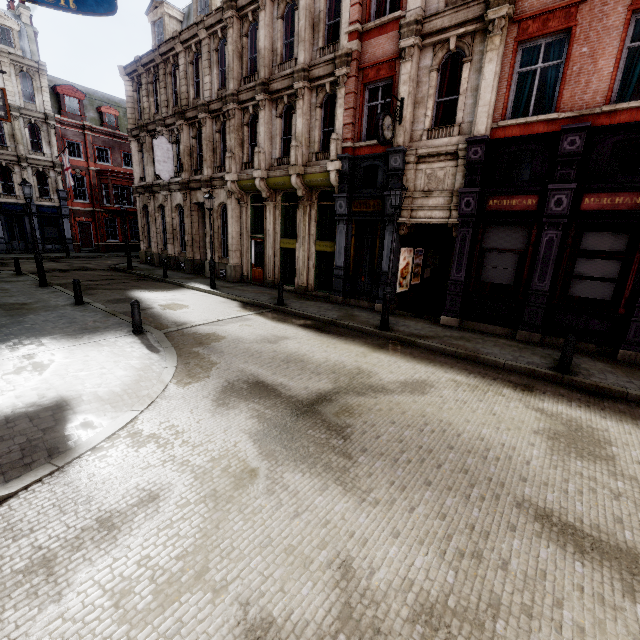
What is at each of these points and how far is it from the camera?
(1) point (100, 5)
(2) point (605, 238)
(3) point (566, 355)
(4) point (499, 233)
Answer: (1) sign, 6.40m
(2) sign, 9.15m
(3) post, 7.89m
(4) sign, 10.74m

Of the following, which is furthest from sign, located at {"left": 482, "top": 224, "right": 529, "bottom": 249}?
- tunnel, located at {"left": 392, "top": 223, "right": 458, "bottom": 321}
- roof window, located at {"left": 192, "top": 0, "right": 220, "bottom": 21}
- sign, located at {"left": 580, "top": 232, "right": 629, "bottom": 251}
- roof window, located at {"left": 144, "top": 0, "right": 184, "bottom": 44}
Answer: roof window, located at {"left": 144, "top": 0, "right": 184, "bottom": 44}

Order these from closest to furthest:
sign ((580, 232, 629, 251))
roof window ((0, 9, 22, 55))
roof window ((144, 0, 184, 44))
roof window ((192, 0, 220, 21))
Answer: sign ((580, 232, 629, 251)), roof window ((192, 0, 220, 21)), roof window ((144, 0, 184, 44)), roof window ((0, 9, 22, 55))

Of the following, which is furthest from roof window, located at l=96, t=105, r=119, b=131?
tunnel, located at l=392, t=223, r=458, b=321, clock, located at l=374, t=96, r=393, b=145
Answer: tunnel, located at l=392, t=223, r=458, b=321

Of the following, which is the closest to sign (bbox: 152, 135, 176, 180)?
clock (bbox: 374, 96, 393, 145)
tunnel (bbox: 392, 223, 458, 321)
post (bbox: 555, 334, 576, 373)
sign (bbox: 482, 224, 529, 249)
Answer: clock (bbox: 374, 96, 393, 145)

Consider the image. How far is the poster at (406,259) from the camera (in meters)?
13.75

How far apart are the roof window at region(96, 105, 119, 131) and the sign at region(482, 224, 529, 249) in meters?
40.2 m

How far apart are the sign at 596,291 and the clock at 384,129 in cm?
736
